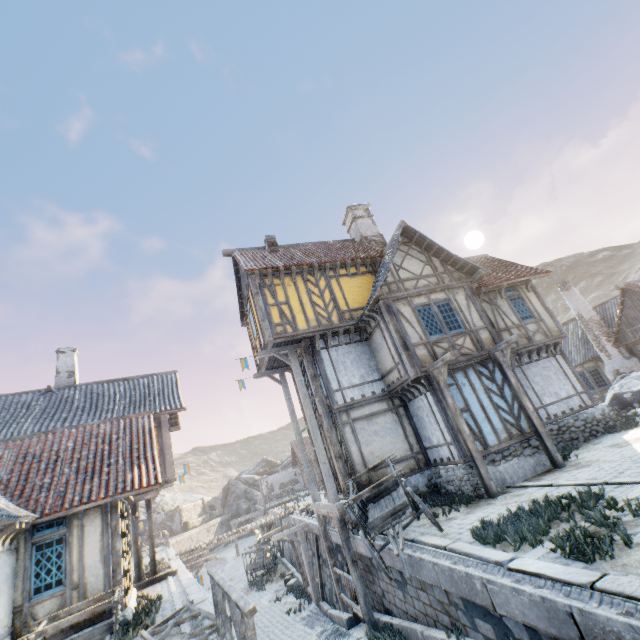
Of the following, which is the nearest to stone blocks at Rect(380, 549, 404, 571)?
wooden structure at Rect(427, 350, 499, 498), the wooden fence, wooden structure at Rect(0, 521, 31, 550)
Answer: the wooden fence

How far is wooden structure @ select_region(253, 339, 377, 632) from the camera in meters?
10.0 m

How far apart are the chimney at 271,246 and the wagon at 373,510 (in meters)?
10.46

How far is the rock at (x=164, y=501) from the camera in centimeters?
4675cm

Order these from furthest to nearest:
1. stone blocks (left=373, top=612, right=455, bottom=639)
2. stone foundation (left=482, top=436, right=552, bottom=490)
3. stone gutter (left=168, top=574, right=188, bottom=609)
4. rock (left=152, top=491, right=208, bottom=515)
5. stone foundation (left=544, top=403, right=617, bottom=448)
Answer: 1. rock (left=152, top=491, right=208, bottom=515)
2. stone foundation (left=544, top=403, right=617, bottom=448)
3. stone foundation (left=482, top=436, right=552, bottom=490)
4. stone gutter (left=168, top=574, right=188, bottom=609)
5. stone blocks (left=373, top=612, right=455, bottom=639)

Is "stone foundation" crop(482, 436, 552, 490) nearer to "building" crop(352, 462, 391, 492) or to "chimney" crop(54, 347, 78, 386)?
"building" crop(352, 462, 391, 492)

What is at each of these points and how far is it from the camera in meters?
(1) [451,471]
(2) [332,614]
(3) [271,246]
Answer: (1) stone foundation, 10.4 m
(2) stone blocks, 12.1 m
(3) chimney, 16.0 m

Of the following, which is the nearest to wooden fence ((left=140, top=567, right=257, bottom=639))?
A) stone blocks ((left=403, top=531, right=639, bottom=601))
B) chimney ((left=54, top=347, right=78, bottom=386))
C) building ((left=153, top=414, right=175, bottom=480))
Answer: stone blocks ((left=403, top=531, right=639, bottom=601))
